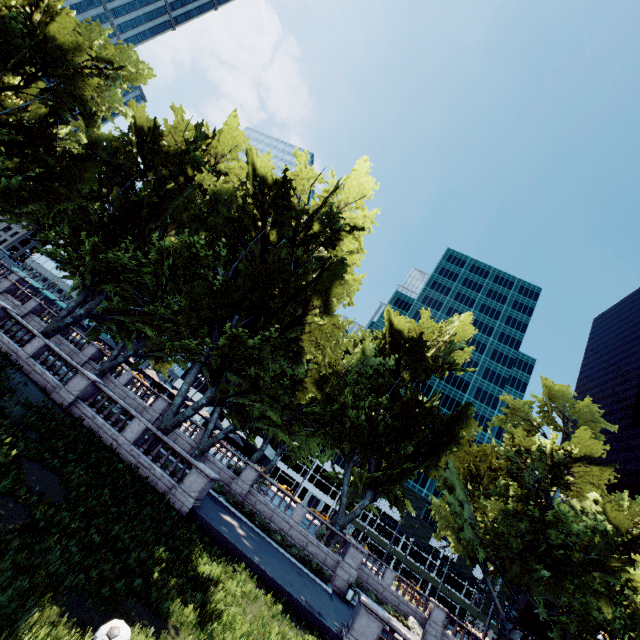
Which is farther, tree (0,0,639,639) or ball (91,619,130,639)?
tree (0,0,639,639)

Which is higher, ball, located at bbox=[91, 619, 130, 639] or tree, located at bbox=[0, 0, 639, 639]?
tree, located at bbox=[0, 0, 639, 639]

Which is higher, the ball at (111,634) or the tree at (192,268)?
the tree at (192,268)

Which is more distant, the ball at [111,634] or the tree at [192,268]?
the tree at [192,268]

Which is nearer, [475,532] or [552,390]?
[475,532]
